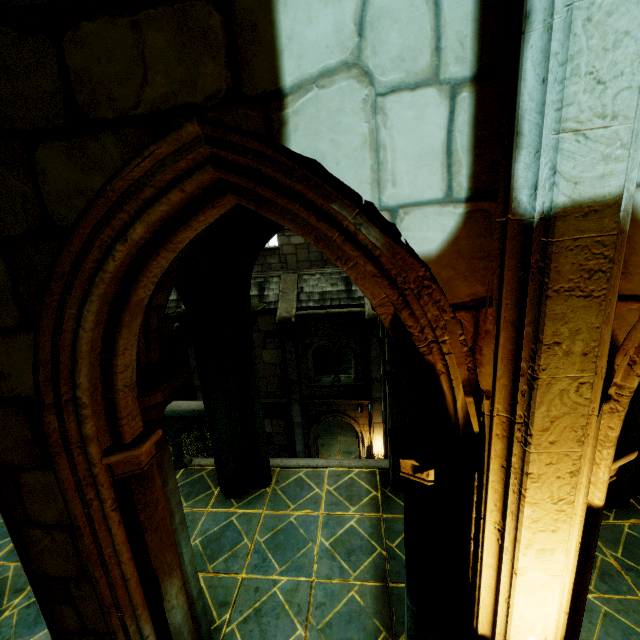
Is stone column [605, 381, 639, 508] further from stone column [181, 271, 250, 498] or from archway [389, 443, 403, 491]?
stone column [181, 271, 250, 498]

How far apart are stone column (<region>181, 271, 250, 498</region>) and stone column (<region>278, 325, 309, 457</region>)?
8.7m

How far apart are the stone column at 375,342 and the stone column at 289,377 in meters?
2.8

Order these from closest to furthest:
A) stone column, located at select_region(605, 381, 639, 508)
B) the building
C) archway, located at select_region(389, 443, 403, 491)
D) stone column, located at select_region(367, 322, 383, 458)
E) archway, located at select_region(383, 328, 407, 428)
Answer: the building → archway, located at select_region(383, 328, 407, 428) → stone column, located at select_region(605, 381, 639, 508) → archway, located at select_region(389, 443, 403, 491) → stone column, located at select_region(367, 322, 383, 458)

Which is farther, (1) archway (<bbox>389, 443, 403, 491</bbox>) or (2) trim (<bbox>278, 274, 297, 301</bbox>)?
(2) trim (<bbox>278, 274, 297, 301</bbox>)

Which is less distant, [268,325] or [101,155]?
[101,155]

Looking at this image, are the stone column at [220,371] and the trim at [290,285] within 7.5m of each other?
no

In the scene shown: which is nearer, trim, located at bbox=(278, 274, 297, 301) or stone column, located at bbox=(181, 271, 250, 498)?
stone column, located at bbox=(181, 271, 250, 498)
